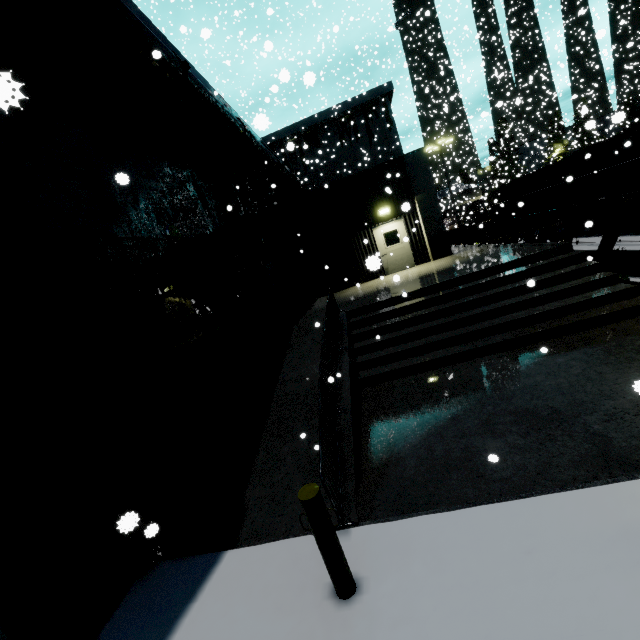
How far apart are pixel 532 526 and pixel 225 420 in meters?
5.7

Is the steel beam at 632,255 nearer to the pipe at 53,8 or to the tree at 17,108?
the pipe at 53,8

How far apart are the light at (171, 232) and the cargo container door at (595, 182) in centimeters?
1823cm

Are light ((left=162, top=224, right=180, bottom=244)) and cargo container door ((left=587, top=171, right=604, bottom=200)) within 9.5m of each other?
no

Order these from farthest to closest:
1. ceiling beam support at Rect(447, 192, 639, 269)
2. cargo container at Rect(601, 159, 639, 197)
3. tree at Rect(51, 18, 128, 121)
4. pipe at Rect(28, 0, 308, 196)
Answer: cargo container at Rect(601, 159, 639, 197) → ceiling beam support at Rect(447, 192, 639, 269) → tree at Rect(51, 18, 128, 121) → pipe at Rect(28, 0, 308, 196)

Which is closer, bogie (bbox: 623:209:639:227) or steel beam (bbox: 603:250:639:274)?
steel beam (bbox: 603:250:639:274)

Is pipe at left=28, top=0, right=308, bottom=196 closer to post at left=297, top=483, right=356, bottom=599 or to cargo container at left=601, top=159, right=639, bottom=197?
cargo container at left=601, top=159, right=639, bottom=197

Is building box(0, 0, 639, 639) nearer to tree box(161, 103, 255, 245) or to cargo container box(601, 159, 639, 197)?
tree box(161, 103, 255, 245)
